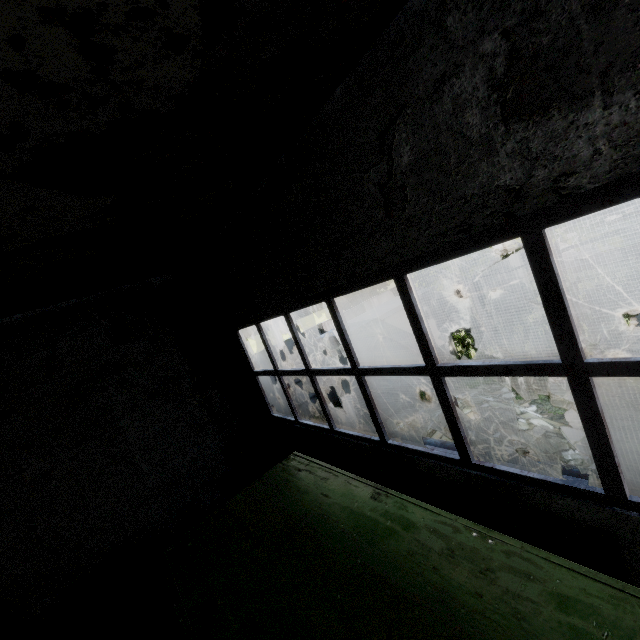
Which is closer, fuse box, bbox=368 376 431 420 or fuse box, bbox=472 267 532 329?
fuse box, bbox=368 376 431 420

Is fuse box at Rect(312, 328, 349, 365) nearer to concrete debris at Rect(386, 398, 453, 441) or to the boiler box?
concrete debris at Rect(386, 398, 453, 441)

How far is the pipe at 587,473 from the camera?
4.70m

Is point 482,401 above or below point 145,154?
below

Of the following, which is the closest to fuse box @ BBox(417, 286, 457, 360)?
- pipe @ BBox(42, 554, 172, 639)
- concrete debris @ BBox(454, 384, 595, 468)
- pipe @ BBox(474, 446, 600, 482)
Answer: concrete debris @ BBox(454, 384, 595, 468)

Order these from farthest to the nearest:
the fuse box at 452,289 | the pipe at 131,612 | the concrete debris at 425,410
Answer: the fuse box at 452,289
the concrete debris at 425,410
the pipe at 131,612

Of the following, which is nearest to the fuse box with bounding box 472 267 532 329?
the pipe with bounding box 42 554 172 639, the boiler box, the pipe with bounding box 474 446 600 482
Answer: the pipe with bounding box 474 446 600 482
